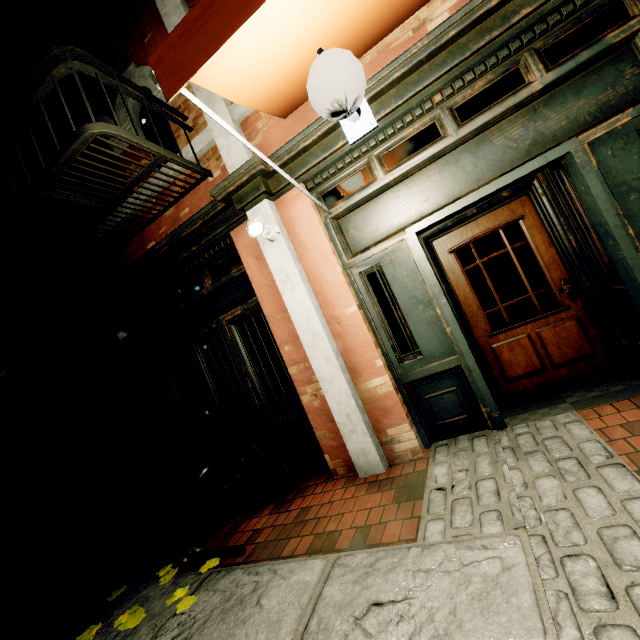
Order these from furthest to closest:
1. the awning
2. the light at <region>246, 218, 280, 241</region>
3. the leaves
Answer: the light at <region>246, 218, 280, 241</region> < the leaves < the awning

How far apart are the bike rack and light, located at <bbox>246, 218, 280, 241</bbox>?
Answer: 2.19m

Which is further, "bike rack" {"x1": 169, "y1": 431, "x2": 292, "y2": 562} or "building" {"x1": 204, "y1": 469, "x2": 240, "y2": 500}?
"building" {"x1": 204, "y1": 469, "x2": 240, "y2": 500}

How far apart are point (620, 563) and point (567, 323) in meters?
2.9

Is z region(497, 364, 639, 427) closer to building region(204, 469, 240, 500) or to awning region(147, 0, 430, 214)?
building region(204, 469, 240, 500)

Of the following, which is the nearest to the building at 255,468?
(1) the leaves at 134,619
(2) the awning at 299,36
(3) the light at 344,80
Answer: (2) the awning at 299,36

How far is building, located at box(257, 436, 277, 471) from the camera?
4.1 meters

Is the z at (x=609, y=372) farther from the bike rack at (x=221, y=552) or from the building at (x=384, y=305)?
the bike rack at (x=221, y=552)
